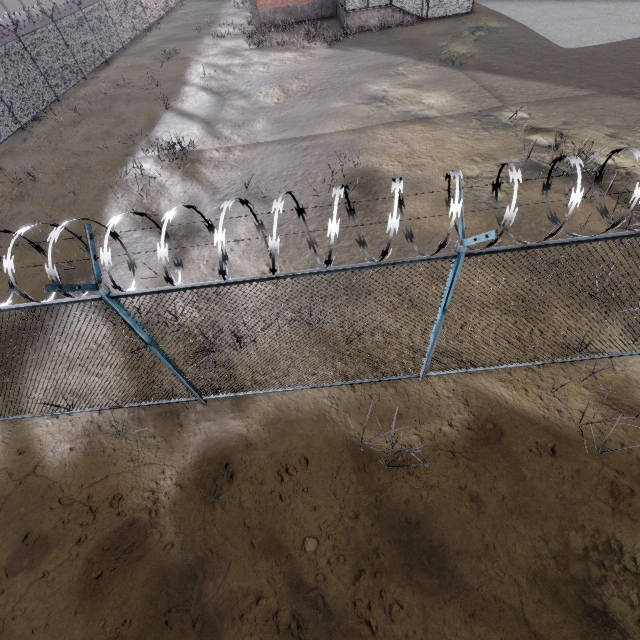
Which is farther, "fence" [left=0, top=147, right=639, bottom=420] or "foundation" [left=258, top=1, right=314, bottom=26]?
"foundation" [left=258, top=1, right=314, bottom=26]

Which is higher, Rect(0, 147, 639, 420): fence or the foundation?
Rect(0, 147, 639, 420): fence

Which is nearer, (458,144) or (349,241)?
(349,241)

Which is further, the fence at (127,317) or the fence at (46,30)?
the fence at (46,30)

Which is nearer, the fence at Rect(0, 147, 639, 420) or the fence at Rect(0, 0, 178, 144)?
the fence at Rect(0, 147, 639, 420)

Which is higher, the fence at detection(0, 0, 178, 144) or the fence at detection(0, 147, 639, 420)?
the fence at detection(0, 147, 639, 420)

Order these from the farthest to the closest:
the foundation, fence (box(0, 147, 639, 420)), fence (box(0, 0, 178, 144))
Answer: the foundation
fence (box(0, 0, 178, 144))
fence (box(0, 147, 639, 420))

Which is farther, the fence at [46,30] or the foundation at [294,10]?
the foundation at [294,10]
